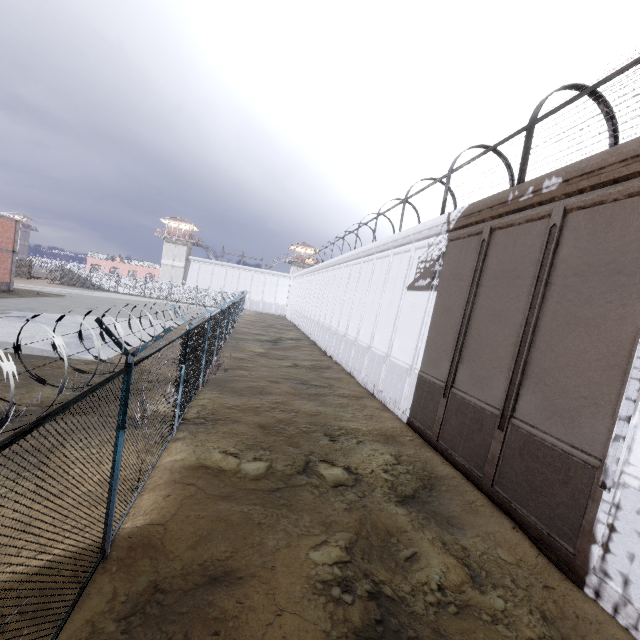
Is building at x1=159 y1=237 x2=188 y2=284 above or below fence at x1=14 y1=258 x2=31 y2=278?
above

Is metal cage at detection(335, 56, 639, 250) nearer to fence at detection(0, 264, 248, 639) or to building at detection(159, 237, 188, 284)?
fence at detection(0, 264, 248, 639)

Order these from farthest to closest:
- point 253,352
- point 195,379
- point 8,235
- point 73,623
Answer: point 8,235, point 253,352, point 195,379, point 73,623

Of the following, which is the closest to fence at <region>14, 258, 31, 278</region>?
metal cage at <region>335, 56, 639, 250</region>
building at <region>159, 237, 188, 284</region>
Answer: building at <region>159, 237, 188, 284</region>

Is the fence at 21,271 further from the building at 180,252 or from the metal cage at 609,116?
the metal cage at 609,116

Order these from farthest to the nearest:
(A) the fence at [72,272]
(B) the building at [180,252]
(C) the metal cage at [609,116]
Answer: (B) the building at [180,252], (C) the metal cage at [609,116], (A) the fence at [72,272]

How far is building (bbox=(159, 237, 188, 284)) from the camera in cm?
5888
